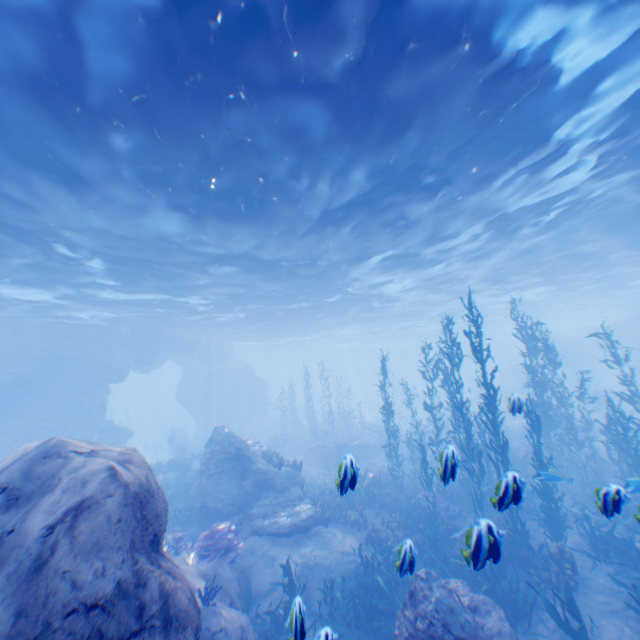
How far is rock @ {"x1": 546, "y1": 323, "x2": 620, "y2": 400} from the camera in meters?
35.0 m

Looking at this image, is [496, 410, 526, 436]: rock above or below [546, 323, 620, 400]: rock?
below

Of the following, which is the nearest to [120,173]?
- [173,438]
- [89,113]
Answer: [89,113]

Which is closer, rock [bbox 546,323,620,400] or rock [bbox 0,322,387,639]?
rock [bbox 0,322,387,639]

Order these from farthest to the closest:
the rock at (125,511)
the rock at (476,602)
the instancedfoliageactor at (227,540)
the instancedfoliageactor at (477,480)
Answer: the instancedfoliageactor at (227,540) → the instancedfoliageactor at (477,480) → the rock at (476,602) → the rock at (125,511)

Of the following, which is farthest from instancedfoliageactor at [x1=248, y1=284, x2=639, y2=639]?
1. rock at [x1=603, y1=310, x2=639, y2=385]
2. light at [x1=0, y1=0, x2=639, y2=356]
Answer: light at [x1=0, y1=0, x2=639, y2=356]

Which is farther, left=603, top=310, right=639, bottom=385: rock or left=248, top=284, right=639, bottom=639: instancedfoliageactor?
left=603, top=310, right=639, bottom=385: rock

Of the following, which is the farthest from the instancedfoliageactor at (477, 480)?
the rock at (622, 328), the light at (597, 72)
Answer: the light at (597, 72)
